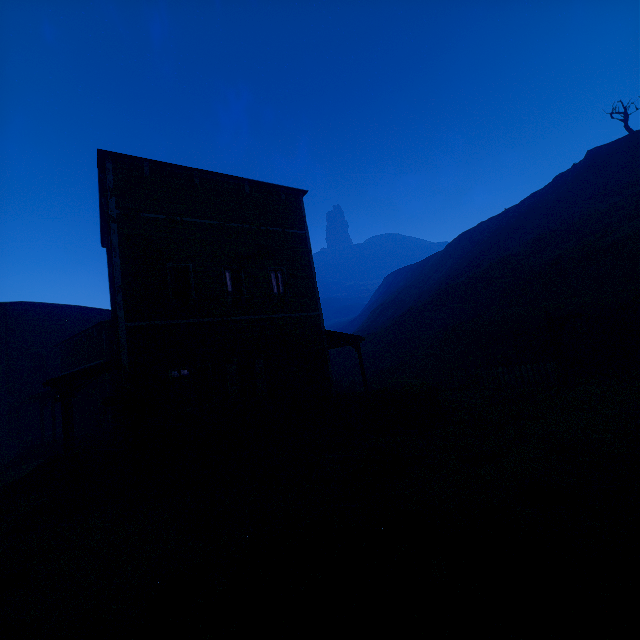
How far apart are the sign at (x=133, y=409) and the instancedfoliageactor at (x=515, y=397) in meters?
12.0

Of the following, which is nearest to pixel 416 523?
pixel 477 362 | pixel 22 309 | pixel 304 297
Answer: pixel 304 297

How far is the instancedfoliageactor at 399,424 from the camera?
10.7m

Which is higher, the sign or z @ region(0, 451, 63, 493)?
the sign

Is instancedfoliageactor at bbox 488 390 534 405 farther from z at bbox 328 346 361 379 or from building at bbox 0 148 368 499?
building at bbox 0 148 368 499

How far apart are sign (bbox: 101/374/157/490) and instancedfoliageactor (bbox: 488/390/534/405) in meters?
12.0

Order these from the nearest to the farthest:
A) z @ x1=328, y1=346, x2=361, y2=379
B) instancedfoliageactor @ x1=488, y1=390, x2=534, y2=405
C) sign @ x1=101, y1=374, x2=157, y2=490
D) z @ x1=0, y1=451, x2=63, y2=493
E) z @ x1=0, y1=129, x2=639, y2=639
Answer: z @ x1=0, y1=129, x2=639, y2=639, sign @ x1=101, y1=374, x2=157, y2=490, instancedfoliageactor @ x1=488, y1=390, x2=534, y2=405, z @ x1=0, y1=451, x2=63, y2=493, z @ x1=328, y1=346, x2=361, y2=379

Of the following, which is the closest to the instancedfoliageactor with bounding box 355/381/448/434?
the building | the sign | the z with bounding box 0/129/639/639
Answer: the z with bounding box 0/129/639/639
